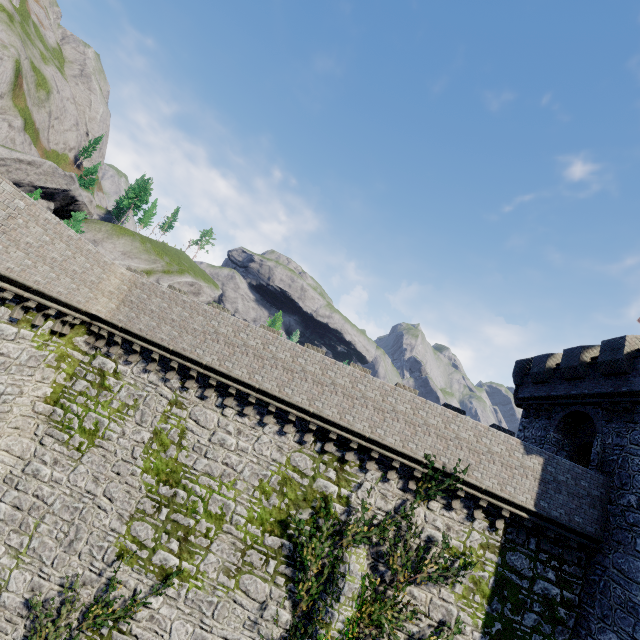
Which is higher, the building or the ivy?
the building

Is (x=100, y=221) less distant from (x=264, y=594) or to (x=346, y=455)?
(x=346, y=455)

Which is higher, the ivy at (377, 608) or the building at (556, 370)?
the building at (556, 370)
